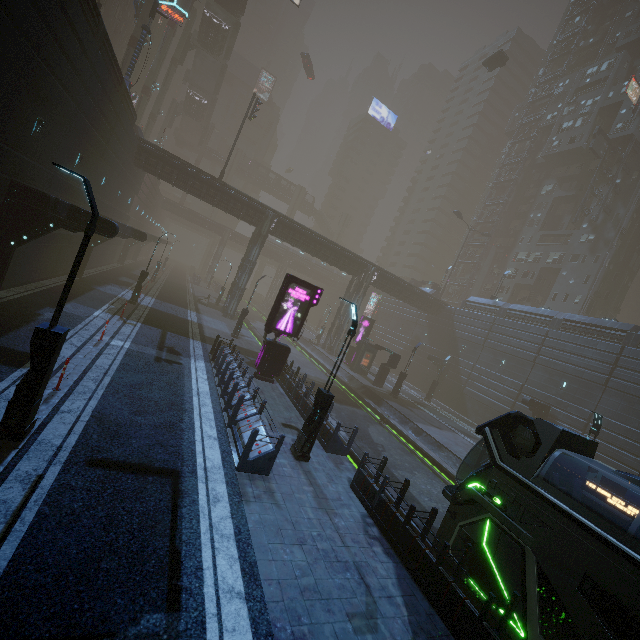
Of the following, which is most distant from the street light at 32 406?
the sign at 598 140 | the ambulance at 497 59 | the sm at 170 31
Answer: the sign at 598 140

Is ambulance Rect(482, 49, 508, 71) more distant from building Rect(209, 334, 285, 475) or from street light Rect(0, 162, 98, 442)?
street light Rect(0, 162, 98, 442)

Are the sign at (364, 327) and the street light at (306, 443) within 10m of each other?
no

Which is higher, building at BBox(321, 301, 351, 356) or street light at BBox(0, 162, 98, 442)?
building at BBox(321, 301, 351, 356)

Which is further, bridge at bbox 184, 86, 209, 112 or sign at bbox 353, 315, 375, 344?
bridge at bbox 184, 86, 209, 112

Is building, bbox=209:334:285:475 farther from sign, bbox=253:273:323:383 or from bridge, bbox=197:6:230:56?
bridge, bbox=197:6:230:56

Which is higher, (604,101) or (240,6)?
(604,101)

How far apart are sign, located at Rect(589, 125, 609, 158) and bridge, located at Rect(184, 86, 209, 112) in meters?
61.4 m
